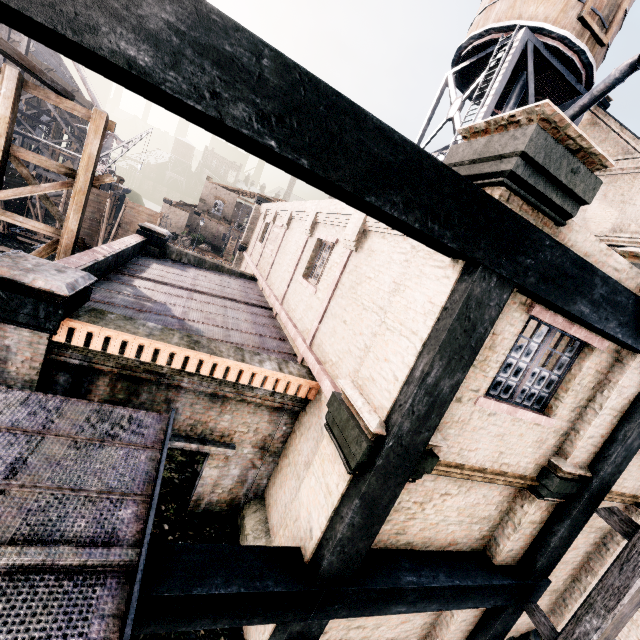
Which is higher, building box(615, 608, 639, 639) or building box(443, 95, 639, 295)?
building box(443, 95, 639, 295)

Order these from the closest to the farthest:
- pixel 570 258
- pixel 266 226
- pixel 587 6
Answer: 1. pixel 570 258
2. pixel 587 6
3. pixel 266 226

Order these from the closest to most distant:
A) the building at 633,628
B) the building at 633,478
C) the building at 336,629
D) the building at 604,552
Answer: the building at 336,629 < the building at 633,478 < the building at 604,552 < the building at 633,628

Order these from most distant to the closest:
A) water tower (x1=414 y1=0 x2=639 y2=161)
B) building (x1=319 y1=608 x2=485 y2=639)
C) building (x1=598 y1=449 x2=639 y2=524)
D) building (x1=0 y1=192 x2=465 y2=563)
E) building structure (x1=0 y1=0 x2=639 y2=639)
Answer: water tower (x1=414 y1=0 x2=639 y2=161)
building (x1=598 y1=449 x2=639 y2=524)
building (x1=319 y1=608 x2=485 y2=639)
building (x1=0 y1=192 x2=465 y2=563)
building structure (x1=0 y1=0 x2=639 y2=639)

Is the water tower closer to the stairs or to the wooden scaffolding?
the wooden scaffolding

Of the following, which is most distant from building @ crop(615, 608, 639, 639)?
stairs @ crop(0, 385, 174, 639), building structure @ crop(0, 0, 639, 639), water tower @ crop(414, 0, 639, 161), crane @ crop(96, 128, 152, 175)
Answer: crane @ crop(96, 128, 152, 175)

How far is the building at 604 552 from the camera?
8.81m
